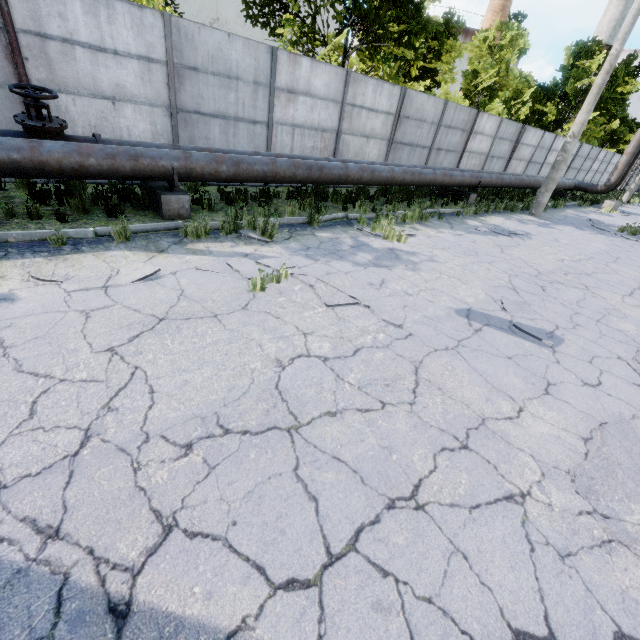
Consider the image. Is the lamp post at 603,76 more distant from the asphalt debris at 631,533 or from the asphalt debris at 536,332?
the asphalt debris at 631,533

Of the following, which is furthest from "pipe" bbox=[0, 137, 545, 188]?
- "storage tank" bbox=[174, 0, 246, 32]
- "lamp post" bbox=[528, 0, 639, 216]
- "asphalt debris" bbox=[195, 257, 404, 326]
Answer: "storage tank" bbox=[174, 0, 246, 32]

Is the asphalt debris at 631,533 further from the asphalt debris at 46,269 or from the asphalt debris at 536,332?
the asphalt debris at 46,269

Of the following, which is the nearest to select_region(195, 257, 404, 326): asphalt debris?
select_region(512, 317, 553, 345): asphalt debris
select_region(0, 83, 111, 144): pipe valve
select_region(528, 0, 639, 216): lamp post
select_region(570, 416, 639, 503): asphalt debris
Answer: select_region(512, 317, 553, 345): asphalt debris

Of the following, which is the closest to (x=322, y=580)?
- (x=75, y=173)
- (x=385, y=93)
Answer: (x=75, y=173)

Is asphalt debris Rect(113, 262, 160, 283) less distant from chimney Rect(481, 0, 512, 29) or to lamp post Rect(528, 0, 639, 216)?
lamp post Rect(528, 0, 639, 216)

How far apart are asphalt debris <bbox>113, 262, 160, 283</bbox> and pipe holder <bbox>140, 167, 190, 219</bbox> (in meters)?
2.36
